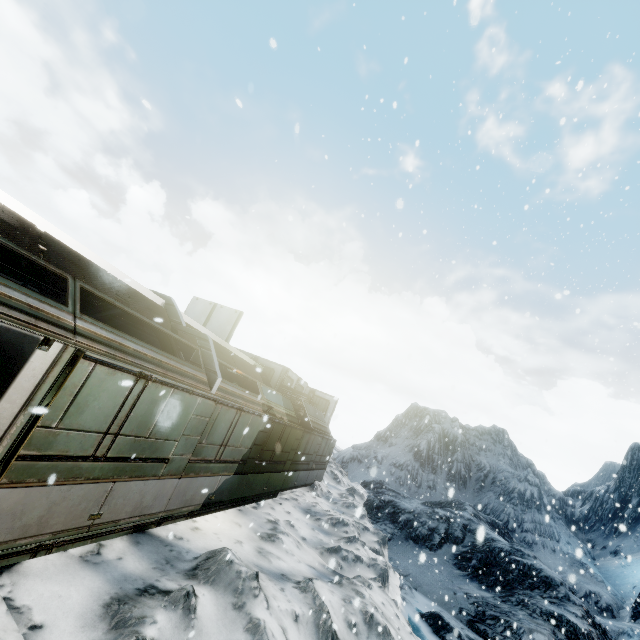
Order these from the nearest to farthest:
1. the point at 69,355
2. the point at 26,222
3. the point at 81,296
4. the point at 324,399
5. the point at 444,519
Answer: the point at 69,355, the point at 26,222, the point at 81,296, the point at 444,519, the point at 324,399
